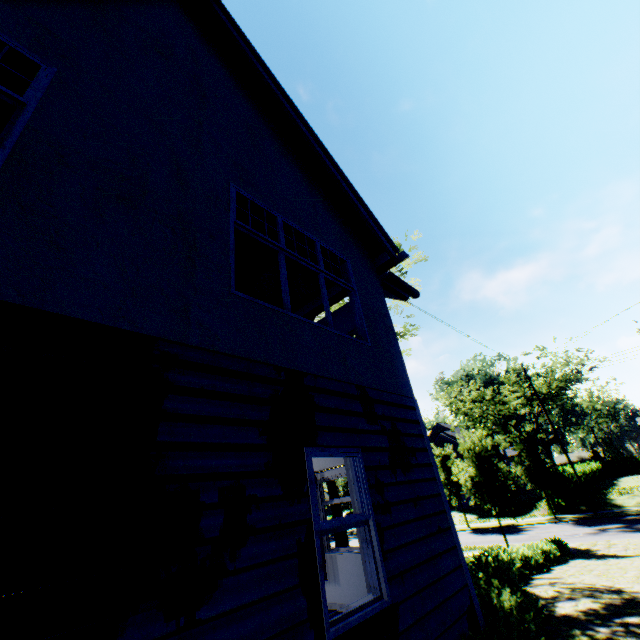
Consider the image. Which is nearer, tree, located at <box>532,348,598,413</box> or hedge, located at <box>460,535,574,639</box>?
hedge, located at <box>460,535,574,639</box>

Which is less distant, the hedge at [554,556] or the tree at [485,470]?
the hedge at [554,556]

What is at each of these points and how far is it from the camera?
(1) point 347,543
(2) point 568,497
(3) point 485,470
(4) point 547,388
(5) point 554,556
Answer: (1) tree, 17.84m
(2) hedge, 27.67m
(3) tree, 19.75m
(4) tree, 32.94m
(5) hedge, 12.40m

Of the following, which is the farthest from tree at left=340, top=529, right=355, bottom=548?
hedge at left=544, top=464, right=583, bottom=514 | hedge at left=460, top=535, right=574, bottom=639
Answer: hedge at left=460, top=535, right=574, bottom=639

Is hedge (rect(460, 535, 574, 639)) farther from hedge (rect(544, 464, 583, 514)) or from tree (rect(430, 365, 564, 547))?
hedge (rect(544, 464, 583, 514))

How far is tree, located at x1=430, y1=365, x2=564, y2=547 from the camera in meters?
18.7

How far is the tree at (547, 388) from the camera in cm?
3008
